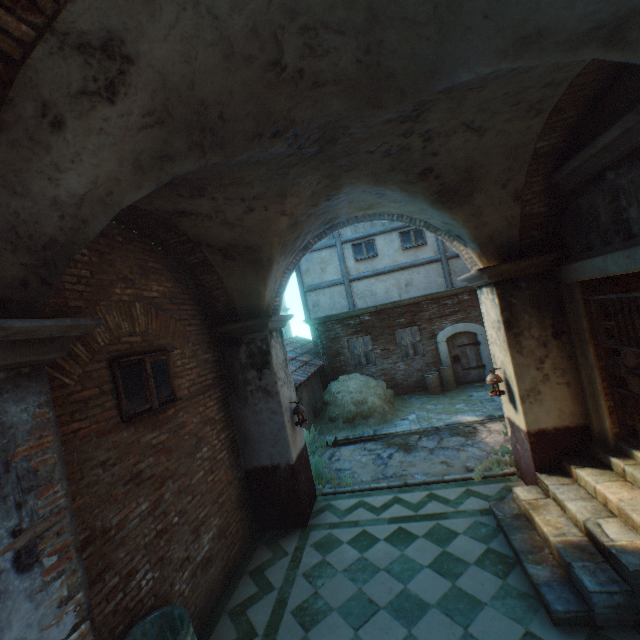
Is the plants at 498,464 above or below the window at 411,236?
below

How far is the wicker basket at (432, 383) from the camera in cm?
1226

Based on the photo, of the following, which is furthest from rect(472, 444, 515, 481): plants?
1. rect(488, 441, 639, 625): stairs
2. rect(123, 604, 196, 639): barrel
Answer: rect(123, 604, 196, 639): barrel

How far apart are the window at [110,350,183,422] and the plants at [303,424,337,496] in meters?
3.7

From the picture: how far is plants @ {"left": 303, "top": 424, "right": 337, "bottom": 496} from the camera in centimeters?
724cm

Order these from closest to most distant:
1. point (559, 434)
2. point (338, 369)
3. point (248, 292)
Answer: point (559, 434) < point (248, 292) < point (338, 369)

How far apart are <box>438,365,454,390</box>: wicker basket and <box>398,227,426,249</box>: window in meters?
4.9

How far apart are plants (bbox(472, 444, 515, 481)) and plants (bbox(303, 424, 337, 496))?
3.15m
